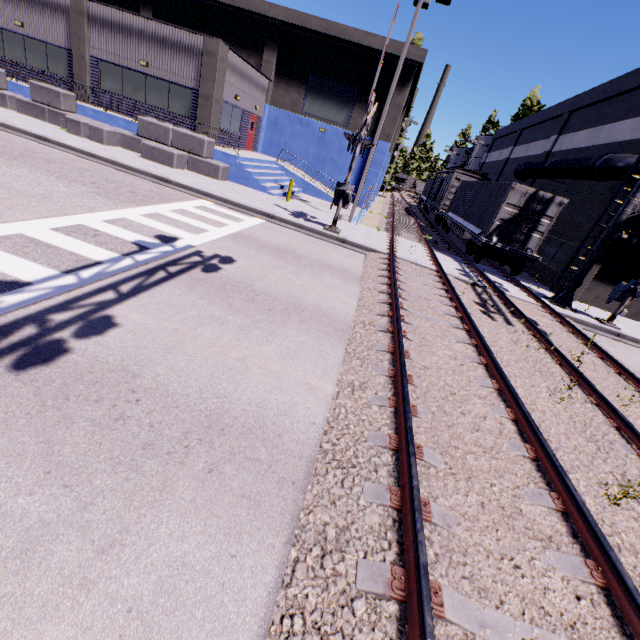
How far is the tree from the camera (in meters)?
38.06

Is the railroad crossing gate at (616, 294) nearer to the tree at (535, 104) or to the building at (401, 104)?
the building at (401, 104)

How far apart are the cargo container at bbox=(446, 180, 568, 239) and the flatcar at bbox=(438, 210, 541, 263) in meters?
0.0

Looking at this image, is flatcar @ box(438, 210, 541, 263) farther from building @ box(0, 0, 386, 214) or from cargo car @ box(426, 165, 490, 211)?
building @ box(0, 0, 386, 214)

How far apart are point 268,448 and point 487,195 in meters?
19.1 m

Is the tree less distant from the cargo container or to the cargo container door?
the cargo container

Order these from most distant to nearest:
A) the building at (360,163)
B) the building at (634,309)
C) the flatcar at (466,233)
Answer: the building at (360,163) < the building at (634,309) < the flatcar at (466,233)

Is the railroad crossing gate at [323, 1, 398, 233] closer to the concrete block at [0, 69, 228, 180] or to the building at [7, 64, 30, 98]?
the concrete block at [0, 69, 228, 180]
